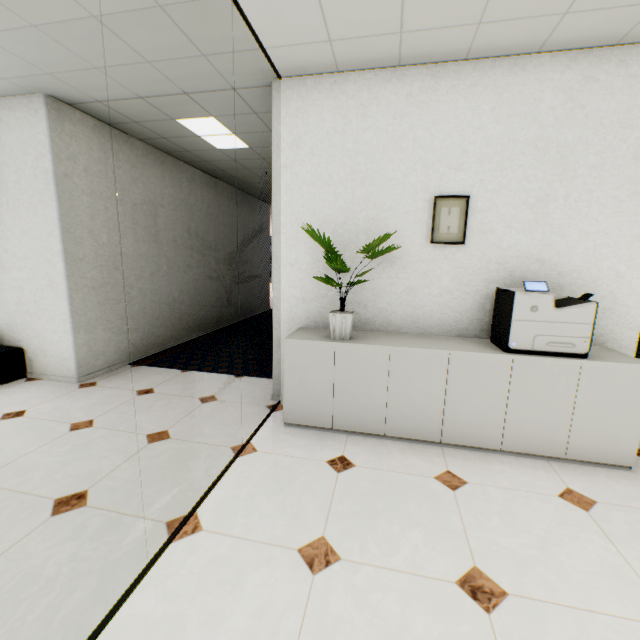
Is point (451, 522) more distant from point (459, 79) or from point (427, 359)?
point (459, 79)

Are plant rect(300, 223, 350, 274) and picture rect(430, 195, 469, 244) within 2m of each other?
yes

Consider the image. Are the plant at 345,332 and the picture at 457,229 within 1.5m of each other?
yes

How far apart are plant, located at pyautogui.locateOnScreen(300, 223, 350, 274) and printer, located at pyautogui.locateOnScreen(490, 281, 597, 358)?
0.99m

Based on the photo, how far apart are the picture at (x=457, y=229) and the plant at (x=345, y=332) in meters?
0.7 m

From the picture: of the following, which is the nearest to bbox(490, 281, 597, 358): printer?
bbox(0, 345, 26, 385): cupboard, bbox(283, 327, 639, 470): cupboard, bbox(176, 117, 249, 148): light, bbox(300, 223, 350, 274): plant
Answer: bbox(283, 327, 639, 470): cupboard

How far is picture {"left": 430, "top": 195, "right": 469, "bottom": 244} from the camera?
2.66m

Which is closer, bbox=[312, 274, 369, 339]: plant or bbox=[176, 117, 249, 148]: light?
bbox=[312, 274, 369, 339]: plant
